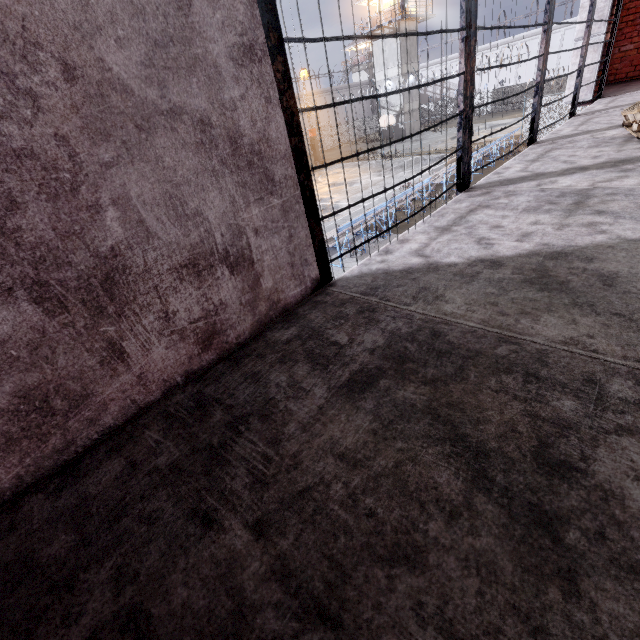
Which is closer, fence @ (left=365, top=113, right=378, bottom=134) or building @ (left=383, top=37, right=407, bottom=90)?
building @ (left=383, top=37, right=407, bottom=90)

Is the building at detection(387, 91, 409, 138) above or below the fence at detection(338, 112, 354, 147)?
above

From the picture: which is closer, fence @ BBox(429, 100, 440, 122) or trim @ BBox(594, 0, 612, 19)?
trim @ BBox(594, 0, 612, 19)

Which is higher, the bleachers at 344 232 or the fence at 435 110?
the fence at 435 110

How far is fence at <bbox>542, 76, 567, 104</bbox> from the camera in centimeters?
2092cm

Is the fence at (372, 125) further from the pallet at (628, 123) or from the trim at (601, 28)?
the pallet at (628, 123)

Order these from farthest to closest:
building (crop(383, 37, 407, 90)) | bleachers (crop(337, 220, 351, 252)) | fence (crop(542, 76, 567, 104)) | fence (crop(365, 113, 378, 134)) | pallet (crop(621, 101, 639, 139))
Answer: fence (crop(365, 113, 378, 134)), building (crop(383, 37, 407, 90)), fence (crop(542, 76, 567, 104)), bleachers (crop(337, 220, 351, 252)), pallet (crop(621, 101, 639, 139))

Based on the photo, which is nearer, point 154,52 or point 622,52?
point 154,52
